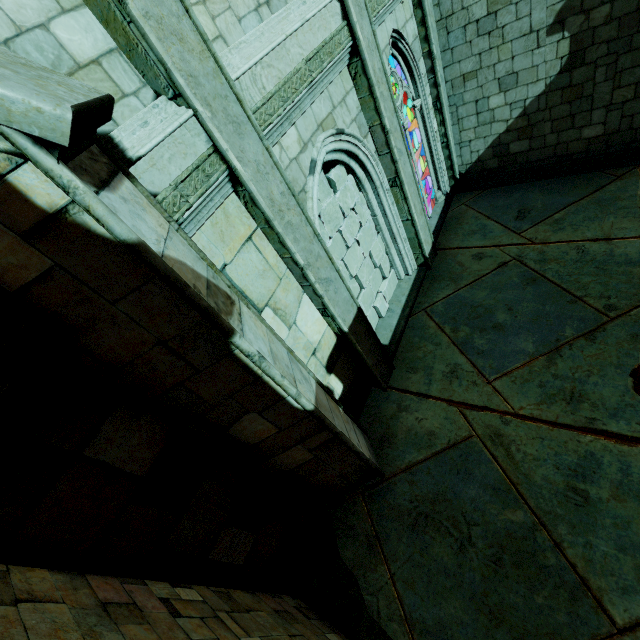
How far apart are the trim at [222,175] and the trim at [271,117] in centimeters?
47cm

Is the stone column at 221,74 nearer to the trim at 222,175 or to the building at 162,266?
the trim at 222,175

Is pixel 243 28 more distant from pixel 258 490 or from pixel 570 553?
pixel 570 553

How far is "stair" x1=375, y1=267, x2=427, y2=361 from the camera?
7.0 meters

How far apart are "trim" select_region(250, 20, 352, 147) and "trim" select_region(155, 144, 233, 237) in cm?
47

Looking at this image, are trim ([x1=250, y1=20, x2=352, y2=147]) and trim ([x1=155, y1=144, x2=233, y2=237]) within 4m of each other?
yes

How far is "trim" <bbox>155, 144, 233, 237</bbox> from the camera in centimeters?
288cm

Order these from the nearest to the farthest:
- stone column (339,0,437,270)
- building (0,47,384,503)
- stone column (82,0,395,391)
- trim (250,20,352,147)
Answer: building (0,47,384,503) < stone column (82,0,395,391) < trim (250,20,352,147) < stone column (339,0,437,270)
